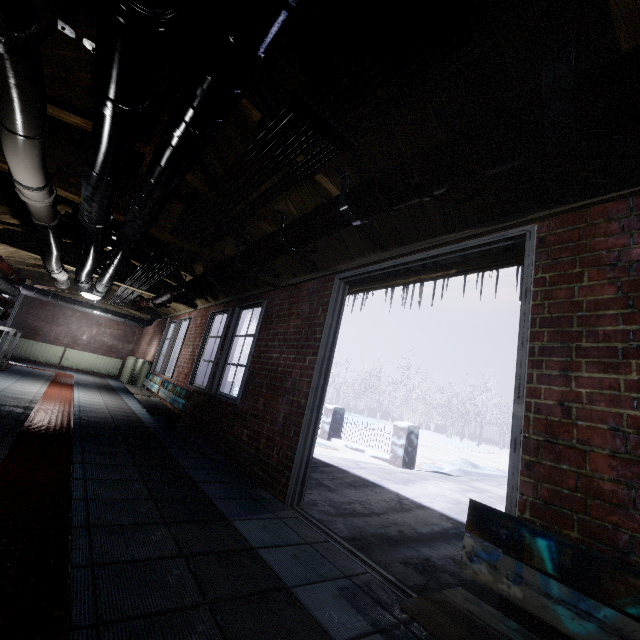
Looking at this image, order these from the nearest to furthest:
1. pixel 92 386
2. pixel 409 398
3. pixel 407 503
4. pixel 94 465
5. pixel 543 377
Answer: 1. pixel 543 377
2. pixel 94 465
3. pixel 407 503
4. pixel 92 386
5. pixel 409 398

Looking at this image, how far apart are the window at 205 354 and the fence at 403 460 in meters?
3.7 m

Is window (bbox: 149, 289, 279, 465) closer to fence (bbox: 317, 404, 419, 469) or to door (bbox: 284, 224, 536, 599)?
door (bbox: 284, 224, 536, 599)

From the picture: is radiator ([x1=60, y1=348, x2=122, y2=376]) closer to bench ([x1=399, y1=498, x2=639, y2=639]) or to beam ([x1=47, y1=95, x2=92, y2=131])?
beam ([x1=47, y1=95, x2=92, y2=131])

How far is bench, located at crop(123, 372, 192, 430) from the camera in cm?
433

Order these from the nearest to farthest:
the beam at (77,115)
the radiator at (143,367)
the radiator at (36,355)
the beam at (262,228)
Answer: the beam at (77,115) < the beam at (262,228) < the radiator at (143,367) < the radiator at (36,355)

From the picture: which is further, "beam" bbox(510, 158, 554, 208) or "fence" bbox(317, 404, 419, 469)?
"fence" bbox(317, 404, 419, 469)

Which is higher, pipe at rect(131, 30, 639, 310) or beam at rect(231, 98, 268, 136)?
beam at rect(231, 98, 268, 136)
